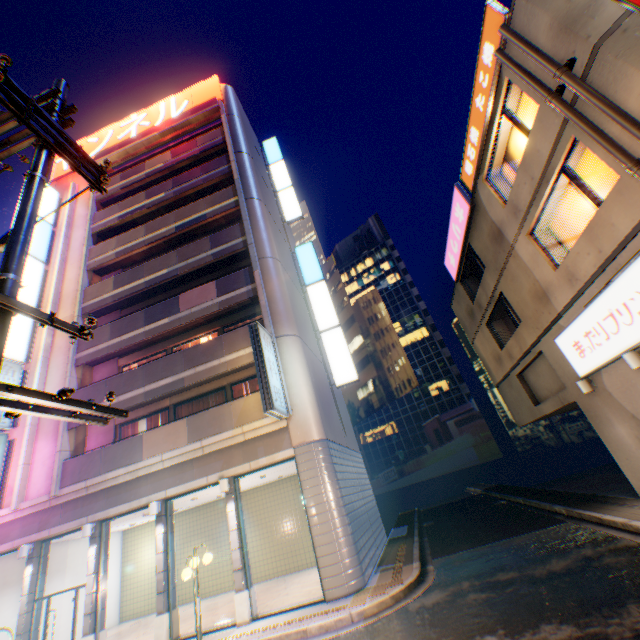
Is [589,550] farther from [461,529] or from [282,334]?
[282,334]

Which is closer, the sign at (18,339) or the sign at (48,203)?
the sign at (18,339)

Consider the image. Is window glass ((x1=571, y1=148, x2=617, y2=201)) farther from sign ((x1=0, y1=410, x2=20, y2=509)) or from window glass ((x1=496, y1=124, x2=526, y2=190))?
sign ((x1=0, y1=410, x2=20, y2=509))

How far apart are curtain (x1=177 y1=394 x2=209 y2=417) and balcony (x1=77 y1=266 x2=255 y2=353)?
4.09m

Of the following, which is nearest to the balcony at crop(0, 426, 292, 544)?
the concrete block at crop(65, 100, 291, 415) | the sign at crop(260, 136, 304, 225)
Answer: the concrete block at crop(65, 100, 291, 415)

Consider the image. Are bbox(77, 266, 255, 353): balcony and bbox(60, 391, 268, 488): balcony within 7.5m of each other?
yes

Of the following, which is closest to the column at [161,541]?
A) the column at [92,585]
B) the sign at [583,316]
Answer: the column at [92,585]

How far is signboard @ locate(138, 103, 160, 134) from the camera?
24.5 meters
